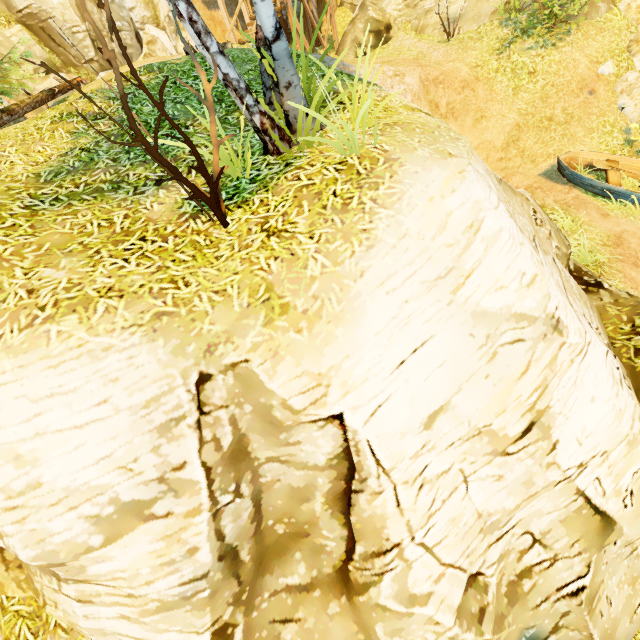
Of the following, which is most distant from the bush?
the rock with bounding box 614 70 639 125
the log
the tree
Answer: the rock with bounding box 614 70 639 125

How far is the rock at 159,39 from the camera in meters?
14.7 m

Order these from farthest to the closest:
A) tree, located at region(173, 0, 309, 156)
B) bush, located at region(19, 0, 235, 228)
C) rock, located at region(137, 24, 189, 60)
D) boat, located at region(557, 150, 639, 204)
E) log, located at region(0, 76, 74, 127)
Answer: rock, located at region(137, 24, 189, 60) < boat, located at region(557, 150, 639, 204) < log, located at region(0, 76, 74, 127) < tree, located at region(173, 0, 309, 156) < bush, located at region(19, 0, 235, 228)

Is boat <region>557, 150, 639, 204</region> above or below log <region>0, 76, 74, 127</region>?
below

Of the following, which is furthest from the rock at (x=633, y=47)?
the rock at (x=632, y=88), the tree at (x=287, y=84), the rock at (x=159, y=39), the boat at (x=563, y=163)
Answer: the rock at (x=159, y=39)

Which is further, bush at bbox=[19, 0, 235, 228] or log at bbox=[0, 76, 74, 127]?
log at bbox=[0, 76, 74, 127]

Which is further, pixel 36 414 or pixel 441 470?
pixel 441 470

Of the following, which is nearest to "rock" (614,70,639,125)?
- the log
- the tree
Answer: the tree
